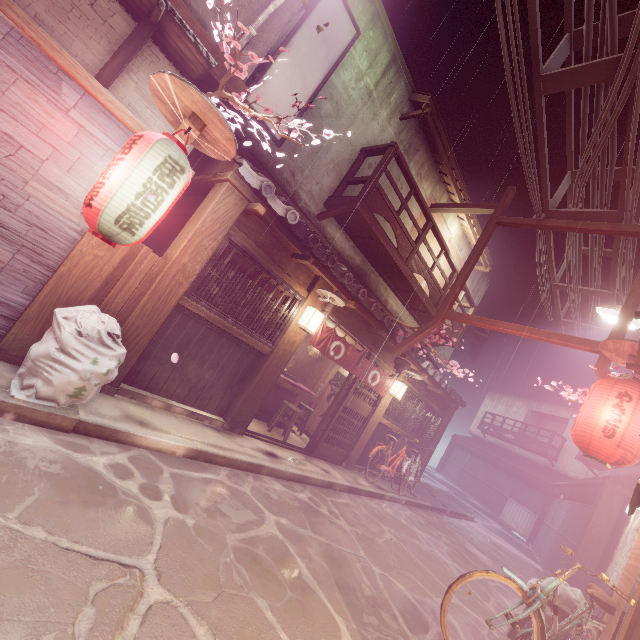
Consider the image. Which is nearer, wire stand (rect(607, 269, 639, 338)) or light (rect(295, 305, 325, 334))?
wire stand (rect(607, 269, 639, 338))

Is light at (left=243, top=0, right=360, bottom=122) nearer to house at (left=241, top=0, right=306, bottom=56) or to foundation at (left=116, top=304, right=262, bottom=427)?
house at (left=241, top=0, right=306, bottom=56)

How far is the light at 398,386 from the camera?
15.26m

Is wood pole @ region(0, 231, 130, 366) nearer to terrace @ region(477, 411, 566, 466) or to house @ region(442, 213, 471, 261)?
house @ region(442, 213, 471, 261)

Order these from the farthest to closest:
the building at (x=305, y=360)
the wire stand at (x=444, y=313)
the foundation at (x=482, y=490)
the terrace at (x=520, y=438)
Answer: the terrace at (x=520, y=438) → the foundation at (x=482, y=490) → the building at (x=305, y=360) → the wire stand at (x=444, y=313)

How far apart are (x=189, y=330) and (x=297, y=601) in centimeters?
654cm

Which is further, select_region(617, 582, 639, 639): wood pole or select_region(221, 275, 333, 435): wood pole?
select_region(221, 275, 333, 435): wood pole

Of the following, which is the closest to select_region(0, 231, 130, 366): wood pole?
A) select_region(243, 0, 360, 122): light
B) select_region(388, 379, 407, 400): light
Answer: select_region(243, 0, 360, 122): light
